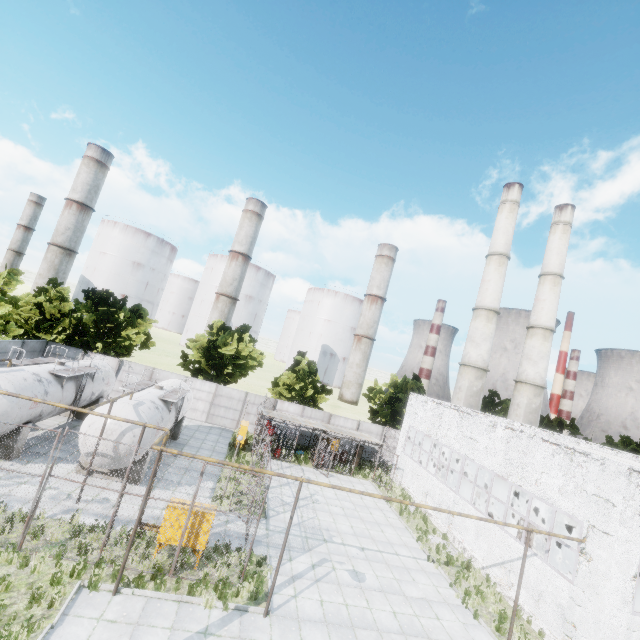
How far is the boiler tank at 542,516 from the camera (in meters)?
19.81

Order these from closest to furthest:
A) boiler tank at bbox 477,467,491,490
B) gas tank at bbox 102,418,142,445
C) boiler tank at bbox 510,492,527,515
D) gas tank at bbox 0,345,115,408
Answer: gas tank at bbox 102,418,142,445
gas tank at bbox 0,345,115,408
boiler tank at bbox 510,492,527,515
boiler tank at bbox 477,467,491,490

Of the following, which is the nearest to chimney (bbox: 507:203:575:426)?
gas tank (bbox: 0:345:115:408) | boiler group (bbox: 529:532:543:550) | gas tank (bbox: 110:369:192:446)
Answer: boiler group (bbox: 529:532:543:550)

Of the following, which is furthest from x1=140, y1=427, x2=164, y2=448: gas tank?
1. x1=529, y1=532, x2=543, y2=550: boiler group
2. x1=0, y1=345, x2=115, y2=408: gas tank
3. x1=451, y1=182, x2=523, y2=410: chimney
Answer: x1=451, y1=182, x2=523, y2=410: chimney

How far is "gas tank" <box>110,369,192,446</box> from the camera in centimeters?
1551cm

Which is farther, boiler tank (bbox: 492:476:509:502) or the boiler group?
boiler tank (bbox: 492:476:509:502)

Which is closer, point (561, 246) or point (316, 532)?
point (316, 532)

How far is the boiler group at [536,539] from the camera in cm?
1509
